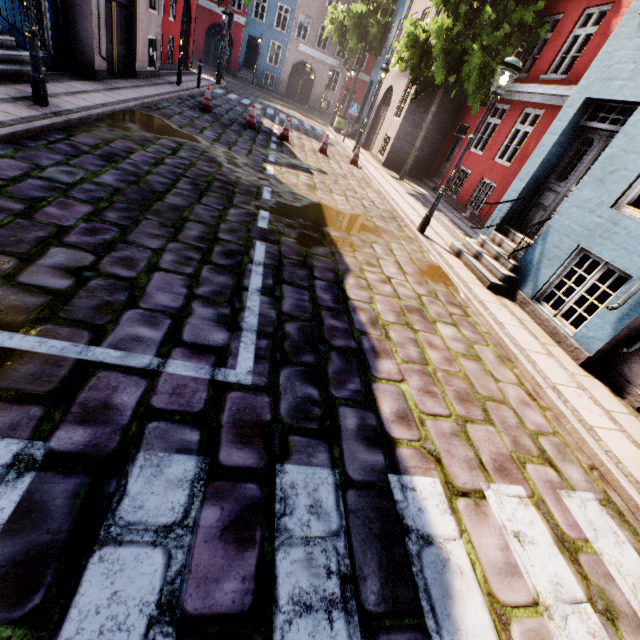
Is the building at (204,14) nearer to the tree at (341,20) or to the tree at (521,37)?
the tree at (341,20)

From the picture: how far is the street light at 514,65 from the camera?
6.1 meters

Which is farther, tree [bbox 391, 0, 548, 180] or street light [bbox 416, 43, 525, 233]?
tree [bbox 391, 0, 548, 180]

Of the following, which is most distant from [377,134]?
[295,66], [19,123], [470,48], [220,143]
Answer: [295,66]

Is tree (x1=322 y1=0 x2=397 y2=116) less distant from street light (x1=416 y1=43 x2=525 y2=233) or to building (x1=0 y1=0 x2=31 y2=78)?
building (x1=0 y1=0 x2=31 y2=78)

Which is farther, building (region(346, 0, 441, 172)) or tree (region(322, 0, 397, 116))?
tree (region(322, 0, 397, 116))

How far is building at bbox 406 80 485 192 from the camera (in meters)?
14.36

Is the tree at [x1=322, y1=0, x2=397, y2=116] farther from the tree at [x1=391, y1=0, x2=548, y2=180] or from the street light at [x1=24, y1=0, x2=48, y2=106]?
the street light at [x1=24, y1=0, x2=48, y2=106]
